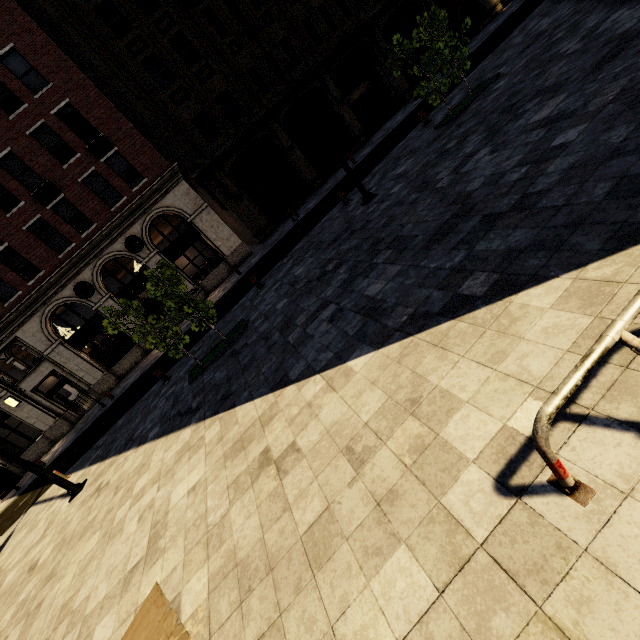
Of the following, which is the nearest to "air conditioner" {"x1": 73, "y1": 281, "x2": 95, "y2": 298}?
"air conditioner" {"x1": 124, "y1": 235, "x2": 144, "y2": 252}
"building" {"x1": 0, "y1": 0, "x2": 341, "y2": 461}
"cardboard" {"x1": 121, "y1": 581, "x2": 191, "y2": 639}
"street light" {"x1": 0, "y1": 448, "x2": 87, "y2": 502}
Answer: "building" {"x1": 0, "y1": 0, "x2": 341, "y2": 461}

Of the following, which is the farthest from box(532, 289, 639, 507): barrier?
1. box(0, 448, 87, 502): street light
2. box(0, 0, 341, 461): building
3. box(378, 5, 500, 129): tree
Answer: box(0, 0, 341, 461): building

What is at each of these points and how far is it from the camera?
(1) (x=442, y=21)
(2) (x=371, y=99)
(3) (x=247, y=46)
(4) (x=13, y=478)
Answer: (1) tree, 10.8 meters
(2) building, 24.9 meters
(3) building, 19.9 meters
(4) atm, 19.8 meters

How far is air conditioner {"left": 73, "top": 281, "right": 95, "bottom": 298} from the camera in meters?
19.1 m

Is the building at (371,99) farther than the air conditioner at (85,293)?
Yes

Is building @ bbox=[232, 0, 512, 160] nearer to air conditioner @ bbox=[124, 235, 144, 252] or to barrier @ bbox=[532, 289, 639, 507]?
air conditioner @ bbox=[124, 235, 144, 252]

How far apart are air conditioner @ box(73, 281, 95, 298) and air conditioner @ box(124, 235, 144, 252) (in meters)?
2.94

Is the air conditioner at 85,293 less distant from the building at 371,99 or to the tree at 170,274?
the building at 371,99
